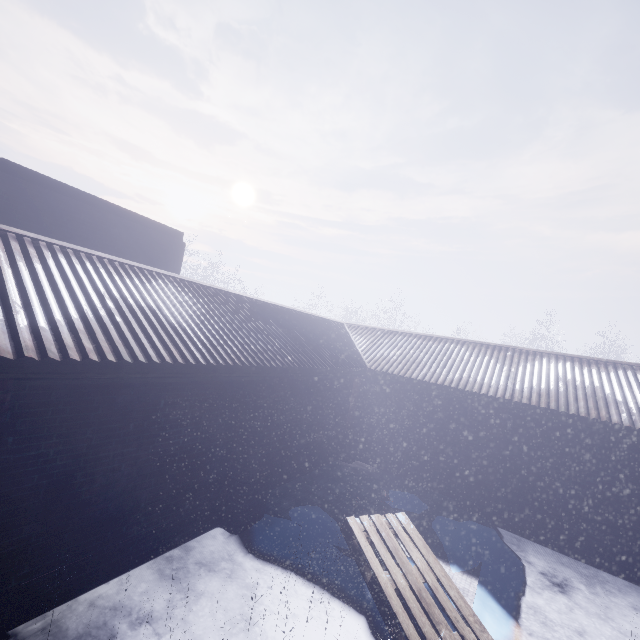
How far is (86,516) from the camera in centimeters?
301cm
